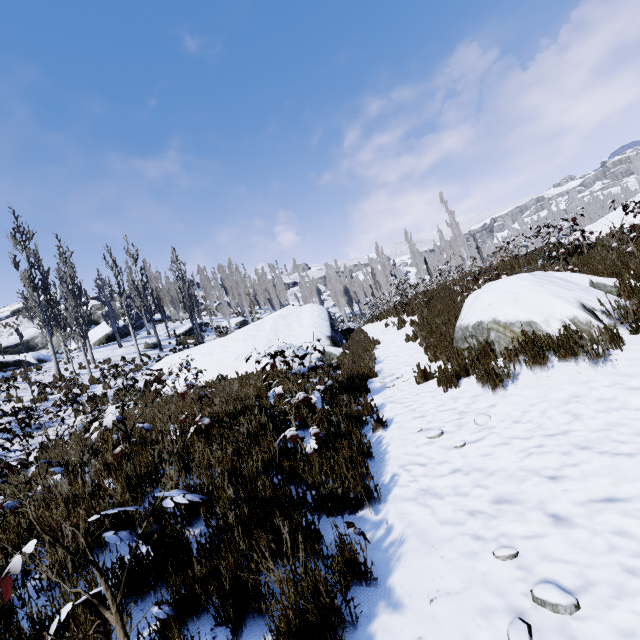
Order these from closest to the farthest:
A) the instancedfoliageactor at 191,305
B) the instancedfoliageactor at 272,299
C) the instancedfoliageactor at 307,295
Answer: the instancedfoliageactor at 191,305, the instancedfoliageactor at 307,295, the instancedfoliageactor at 272,299

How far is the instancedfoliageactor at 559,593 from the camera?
1.7 meters

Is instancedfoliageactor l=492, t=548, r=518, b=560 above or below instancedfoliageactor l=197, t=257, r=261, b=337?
below

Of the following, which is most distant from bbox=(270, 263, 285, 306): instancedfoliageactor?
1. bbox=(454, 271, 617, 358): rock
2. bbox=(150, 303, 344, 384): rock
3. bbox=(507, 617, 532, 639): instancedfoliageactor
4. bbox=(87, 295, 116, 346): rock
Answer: bbox=(507, 617, 532, 639): instancedfoliageactor

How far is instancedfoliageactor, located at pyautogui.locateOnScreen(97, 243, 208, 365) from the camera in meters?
23.1 m

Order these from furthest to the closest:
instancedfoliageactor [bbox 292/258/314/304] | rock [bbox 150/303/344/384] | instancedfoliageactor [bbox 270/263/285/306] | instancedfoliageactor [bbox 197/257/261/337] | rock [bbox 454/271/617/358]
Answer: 1. instancedfoliageactor [bbox 270/263/285/306]
2. instancedfoliageactor [bbox 292/258/314/304]
3. instancedfoliageactor [bbox 197/257/261/337]
4. rock [bbox 150/303/344/384]
5. rock [bbox 454/271/617/358]

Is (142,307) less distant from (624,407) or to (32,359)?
(32,359)

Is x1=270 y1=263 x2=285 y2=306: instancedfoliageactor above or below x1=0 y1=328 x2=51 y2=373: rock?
above
